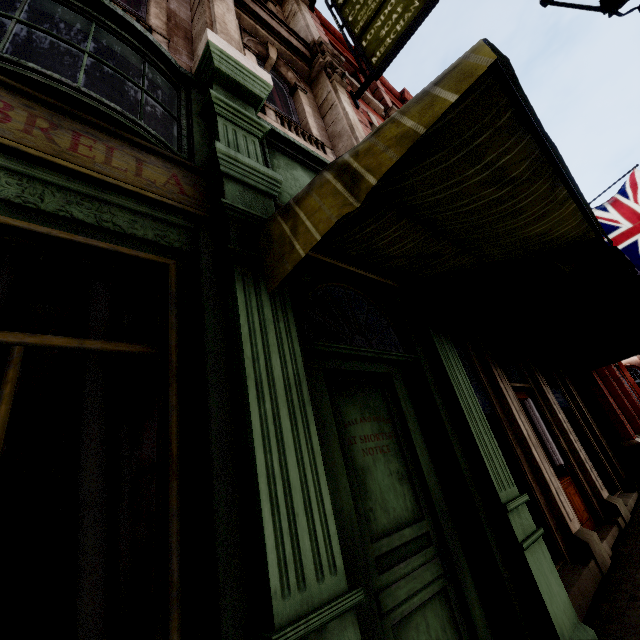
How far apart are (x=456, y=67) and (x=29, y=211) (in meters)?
2.32

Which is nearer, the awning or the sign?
the awning

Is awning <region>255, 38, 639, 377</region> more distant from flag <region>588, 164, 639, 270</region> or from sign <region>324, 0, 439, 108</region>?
flag <region>588, 164, 639, 270</region>

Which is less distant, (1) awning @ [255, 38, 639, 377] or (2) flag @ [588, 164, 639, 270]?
(1) awning @ [255, 38, 639, 377]

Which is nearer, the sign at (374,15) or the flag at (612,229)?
the sign at (374,15)

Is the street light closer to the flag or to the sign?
the sign

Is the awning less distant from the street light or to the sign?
the street light

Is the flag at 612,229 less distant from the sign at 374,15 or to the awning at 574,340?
the sign at 374,15
